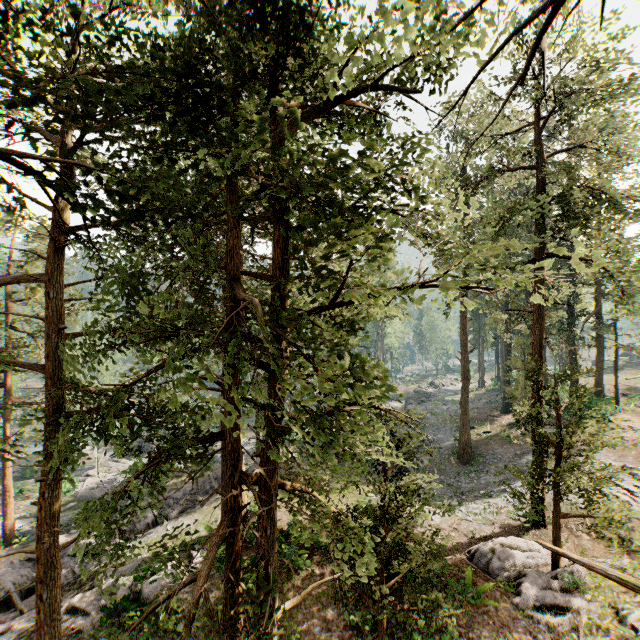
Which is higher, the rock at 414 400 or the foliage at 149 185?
the foliage at 149 185

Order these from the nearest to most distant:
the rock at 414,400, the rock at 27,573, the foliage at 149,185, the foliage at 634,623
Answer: the foliage at 149,185 < the foliage at 634,623 < the rock at 27,573 < the rock at 414,400

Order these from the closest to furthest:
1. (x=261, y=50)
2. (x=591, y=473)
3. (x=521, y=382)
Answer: (x=261, y=50)
(x=591, y=473)
(x=521, y=382)

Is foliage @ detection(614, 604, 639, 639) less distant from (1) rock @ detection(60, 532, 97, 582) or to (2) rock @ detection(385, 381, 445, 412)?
(1) rock @ detection(60, 532, 97, 582)

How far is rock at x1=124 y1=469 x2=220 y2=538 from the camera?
17.9 meters

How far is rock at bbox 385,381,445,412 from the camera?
50.1m
